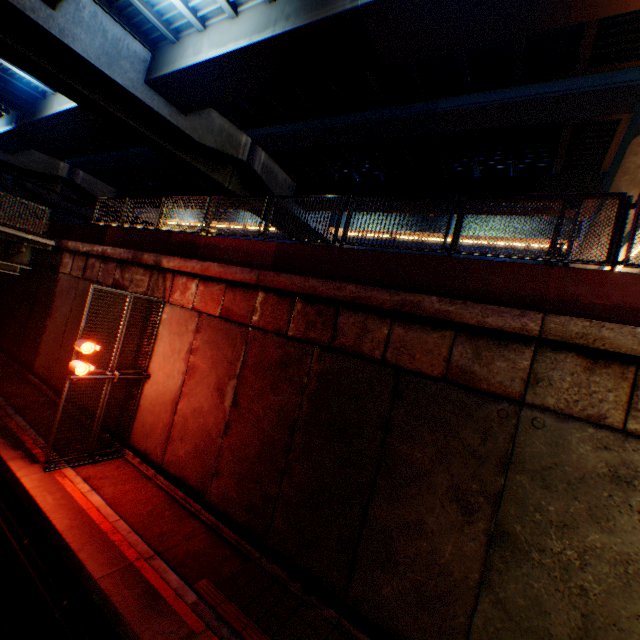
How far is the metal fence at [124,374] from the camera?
8.4 meters

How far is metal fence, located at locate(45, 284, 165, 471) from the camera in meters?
8.4 m

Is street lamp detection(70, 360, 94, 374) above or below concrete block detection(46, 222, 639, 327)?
below

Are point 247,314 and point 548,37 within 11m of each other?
no

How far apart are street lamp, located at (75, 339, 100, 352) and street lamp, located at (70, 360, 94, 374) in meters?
0.3

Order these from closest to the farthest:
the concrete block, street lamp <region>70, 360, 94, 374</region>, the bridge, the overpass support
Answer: the concrete block, street lamp <region>70, 360, 94, 374</region>, the overpass support, the bridge

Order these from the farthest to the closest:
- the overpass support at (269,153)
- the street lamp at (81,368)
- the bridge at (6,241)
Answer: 1. the bridge at (6,241)
2. the overpass support at (269,153)
3. the street lamp at (81,368)

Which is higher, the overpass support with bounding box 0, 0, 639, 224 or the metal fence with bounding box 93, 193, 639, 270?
the overpass support with bounding box 0, 0, 639, 224
